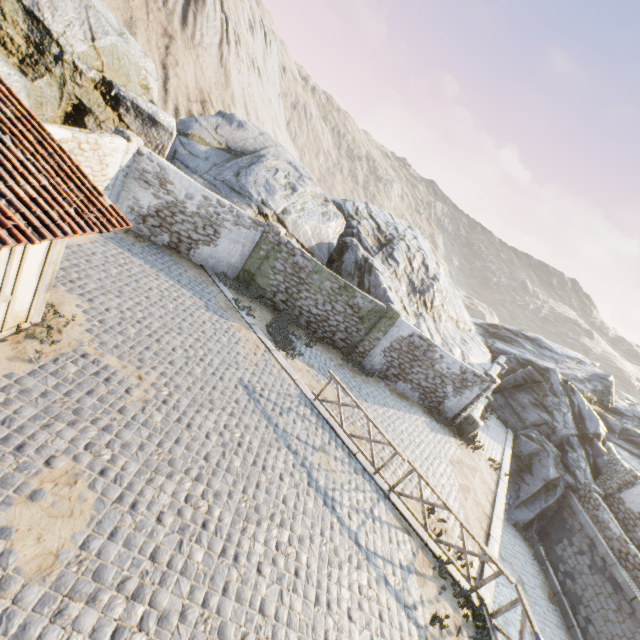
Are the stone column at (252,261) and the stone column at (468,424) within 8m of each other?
Result: no

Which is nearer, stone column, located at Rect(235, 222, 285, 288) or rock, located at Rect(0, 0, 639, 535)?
rock, located at Rect(0, 0, 639, 535)

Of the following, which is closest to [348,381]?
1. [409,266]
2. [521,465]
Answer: [409,266]

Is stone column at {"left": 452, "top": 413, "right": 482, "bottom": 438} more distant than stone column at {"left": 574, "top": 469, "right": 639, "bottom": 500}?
No

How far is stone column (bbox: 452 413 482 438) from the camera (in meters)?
15.35

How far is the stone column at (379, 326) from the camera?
14.2 meters

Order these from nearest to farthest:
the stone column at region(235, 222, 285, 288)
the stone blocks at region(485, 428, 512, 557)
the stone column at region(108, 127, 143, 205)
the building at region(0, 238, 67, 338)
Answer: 1. the building at region(0, 238, 67, 338)
2. the stone blocks at region(485, 428, 512, 557)
3. the stone column at region(108, 127, 143, 205)
4. the stone column at region(235, 222, 285, 288)

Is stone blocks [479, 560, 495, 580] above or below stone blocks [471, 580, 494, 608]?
below
